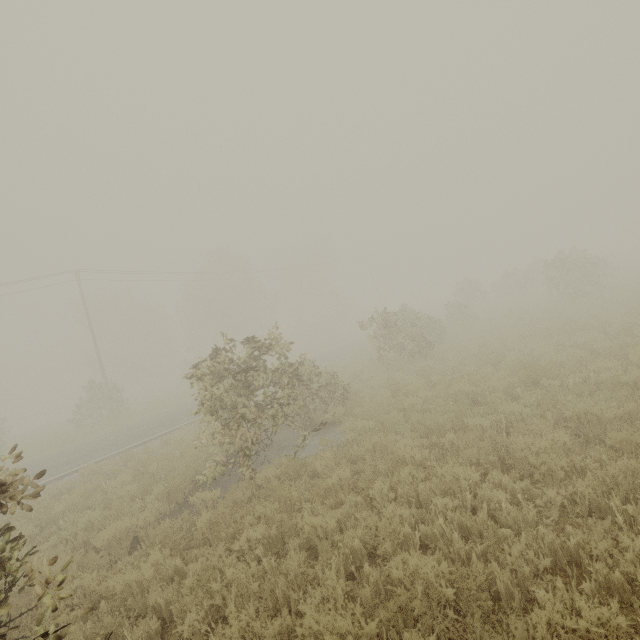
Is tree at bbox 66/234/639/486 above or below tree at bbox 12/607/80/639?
above

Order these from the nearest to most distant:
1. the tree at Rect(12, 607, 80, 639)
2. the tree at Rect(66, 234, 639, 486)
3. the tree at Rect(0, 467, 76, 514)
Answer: the tree at Rect(12, 607, 80, 639), the tree at Rect(0, 467, 76, 514), the tree at Rect(66, 234, 639, 486)

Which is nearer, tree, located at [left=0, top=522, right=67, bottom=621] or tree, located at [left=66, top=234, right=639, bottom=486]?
tree, located at [left=0, top=522, right=67, bottom=621]

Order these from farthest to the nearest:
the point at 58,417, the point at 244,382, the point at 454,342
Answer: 1. the point at 58,417
2. the point at 454,342
3. the point at 244,382

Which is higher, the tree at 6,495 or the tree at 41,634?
the tree at 6,495
